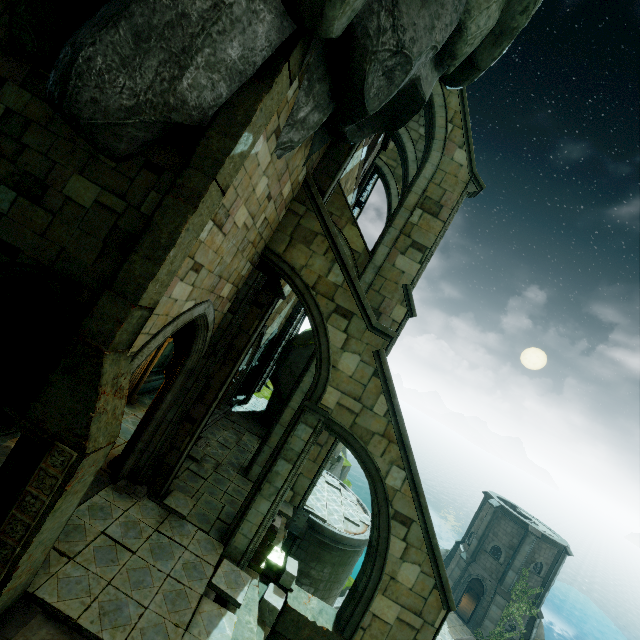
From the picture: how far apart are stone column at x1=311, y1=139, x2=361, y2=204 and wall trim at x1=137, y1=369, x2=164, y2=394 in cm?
1120

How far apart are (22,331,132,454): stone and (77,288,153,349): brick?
0.0m

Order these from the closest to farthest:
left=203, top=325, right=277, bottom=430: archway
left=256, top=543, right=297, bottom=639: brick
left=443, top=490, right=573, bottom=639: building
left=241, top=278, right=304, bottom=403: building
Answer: left=256, top=543, right=297, bottom=639: brick → left=203, top=325, right=277, bottom=430: archway → left=241, top=278, right=304, bottom=403: building → left=443, top=490, right=573, bottom=639: building

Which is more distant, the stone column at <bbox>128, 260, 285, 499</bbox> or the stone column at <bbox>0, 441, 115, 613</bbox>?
the stone column at <bbox>128, 260, 285, 499</bbox>

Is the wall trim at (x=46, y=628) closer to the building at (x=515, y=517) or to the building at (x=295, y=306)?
the building at (x=295, y=306)

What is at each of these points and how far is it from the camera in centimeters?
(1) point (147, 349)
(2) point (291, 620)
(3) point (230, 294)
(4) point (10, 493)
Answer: (1) archway, 601cm
(2) stone column, 865cm
(3) building, 883cm
(4) trim, 495cm

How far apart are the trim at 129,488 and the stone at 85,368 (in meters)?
4.10

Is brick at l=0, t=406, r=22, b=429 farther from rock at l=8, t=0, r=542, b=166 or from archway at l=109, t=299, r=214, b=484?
rock at l=8, t=0, r=542, b=166
